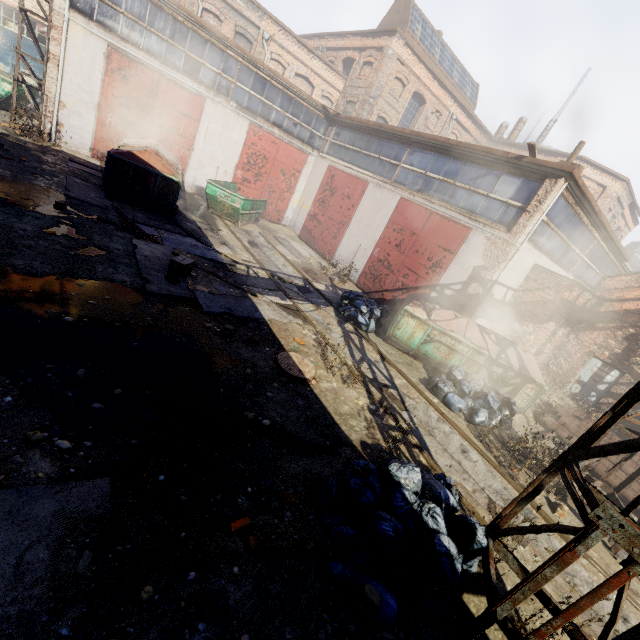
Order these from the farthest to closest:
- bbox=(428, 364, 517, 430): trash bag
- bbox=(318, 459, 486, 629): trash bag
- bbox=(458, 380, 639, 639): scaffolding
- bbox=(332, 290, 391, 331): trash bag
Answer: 1. bbox=(332, 290, 391, 331): trash bag
2. bbox=(428, 364, 517, 430): trash bag
3. bbox=(318, 459, 486, 629): trash bag
4. bbox=(458, 380, 639, 639): scaffolding

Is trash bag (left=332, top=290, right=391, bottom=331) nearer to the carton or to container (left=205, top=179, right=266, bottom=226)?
the carton

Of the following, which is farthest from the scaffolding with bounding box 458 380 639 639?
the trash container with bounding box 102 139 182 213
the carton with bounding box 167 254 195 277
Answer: the trash container with bounding box 102 139 182 213

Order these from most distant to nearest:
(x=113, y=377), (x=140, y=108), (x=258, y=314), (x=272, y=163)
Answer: (x=272, y=163)
(x=140, y=108)
(x=258, y=314)
(x=113, y=377)

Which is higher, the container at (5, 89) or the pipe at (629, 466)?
the container at (5, 89)

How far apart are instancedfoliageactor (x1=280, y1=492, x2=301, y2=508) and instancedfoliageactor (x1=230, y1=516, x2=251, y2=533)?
0.52m

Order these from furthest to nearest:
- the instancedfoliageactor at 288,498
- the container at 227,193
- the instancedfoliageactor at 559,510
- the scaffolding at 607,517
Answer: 1. the container at 227,193
2. the instancedfoliageactor at 559,510
3. the instancedfoliageactor at 288,498
4. the scaffolding at 607,517

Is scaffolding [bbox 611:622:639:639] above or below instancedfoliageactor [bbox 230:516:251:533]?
above
